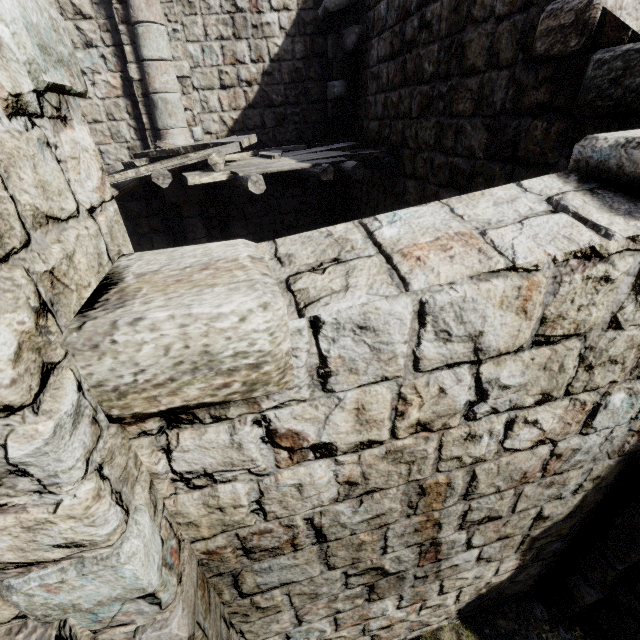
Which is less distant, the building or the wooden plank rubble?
the building

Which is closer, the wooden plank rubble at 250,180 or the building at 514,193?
the building at 514,193

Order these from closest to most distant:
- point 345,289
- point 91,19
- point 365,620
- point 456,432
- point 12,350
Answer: point 12,350 < point 345,289 < point 456,432 < point 365,620 < point 91,19

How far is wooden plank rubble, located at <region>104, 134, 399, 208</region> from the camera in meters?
5.2

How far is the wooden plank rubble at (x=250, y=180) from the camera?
5.2m
